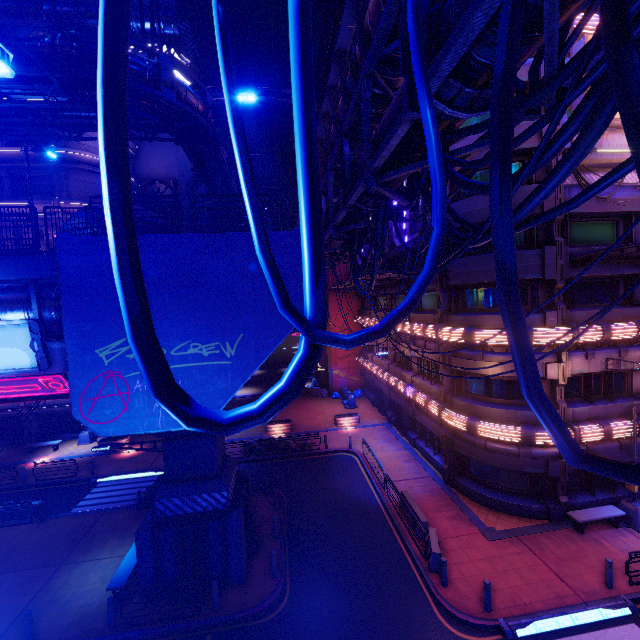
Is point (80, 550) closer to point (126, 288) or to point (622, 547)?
point (126, 288)

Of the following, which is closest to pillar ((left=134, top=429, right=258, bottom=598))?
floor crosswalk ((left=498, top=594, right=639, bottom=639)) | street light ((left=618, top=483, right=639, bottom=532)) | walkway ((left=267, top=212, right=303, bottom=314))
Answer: walkway ((left=267, top=212, right=303, bottom=314))

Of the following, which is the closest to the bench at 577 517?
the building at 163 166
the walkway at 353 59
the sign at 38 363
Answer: the walkway at 353 59

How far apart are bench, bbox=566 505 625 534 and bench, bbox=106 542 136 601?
19.2m

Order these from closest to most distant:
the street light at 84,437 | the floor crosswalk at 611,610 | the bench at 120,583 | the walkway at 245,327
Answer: the walkway at 245,327 → the floor crosswalk at 611,610 → the bench at 120,583 → the street light at 84,437

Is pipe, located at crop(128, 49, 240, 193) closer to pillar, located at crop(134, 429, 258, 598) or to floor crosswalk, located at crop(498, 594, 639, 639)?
pillar, located at crop(134, 429, 258, 598)

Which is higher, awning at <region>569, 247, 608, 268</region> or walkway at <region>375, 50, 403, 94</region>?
walkway at <region>375, 50, 403, 94</region>

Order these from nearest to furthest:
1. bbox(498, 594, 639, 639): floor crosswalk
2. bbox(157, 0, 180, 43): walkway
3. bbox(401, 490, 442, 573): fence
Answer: bbox(498, 594, 639, 639): floor crosswalk → bbox(401, 490, 442, 573): fence → bbox(157, 0, 180, 43): walkway
